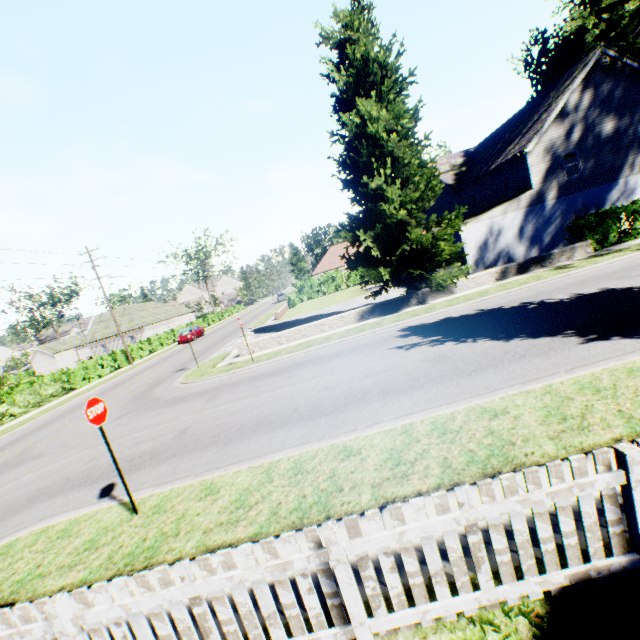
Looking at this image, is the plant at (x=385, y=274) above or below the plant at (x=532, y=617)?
above

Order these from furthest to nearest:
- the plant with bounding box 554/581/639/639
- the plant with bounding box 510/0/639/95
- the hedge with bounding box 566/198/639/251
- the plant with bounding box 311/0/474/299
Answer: the plant with bounding box 510/0/639/95 → the hedge with bounding box 566/198/639/251 → the plant with bounding box 311/0/474/299 → the plant with bounding box 554/581/639/639

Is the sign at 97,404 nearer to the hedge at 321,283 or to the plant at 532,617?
the plant at 532,617

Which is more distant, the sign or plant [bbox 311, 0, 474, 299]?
plant [bbox 311, 0, 474, 299]

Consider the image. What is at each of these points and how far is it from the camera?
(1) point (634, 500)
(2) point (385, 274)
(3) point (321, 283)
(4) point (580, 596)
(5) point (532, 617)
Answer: (1) fence, 2.59m
(2) plant, 17.11m
(3) hedge, 47.06m
(4) plant, 2.77m
(5) plant, 2.76m

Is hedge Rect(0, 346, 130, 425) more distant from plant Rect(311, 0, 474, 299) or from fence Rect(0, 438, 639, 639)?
fence Rect(0, 438, 639, 639)

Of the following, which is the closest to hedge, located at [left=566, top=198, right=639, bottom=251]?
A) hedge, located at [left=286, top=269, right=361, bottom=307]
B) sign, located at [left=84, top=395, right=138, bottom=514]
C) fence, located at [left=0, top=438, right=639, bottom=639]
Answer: hedge, located at [left=286, top=269, right=361, bottom=307]

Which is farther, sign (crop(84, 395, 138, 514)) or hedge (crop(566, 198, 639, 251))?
hedge (crop(566, 198, 639, 251))
